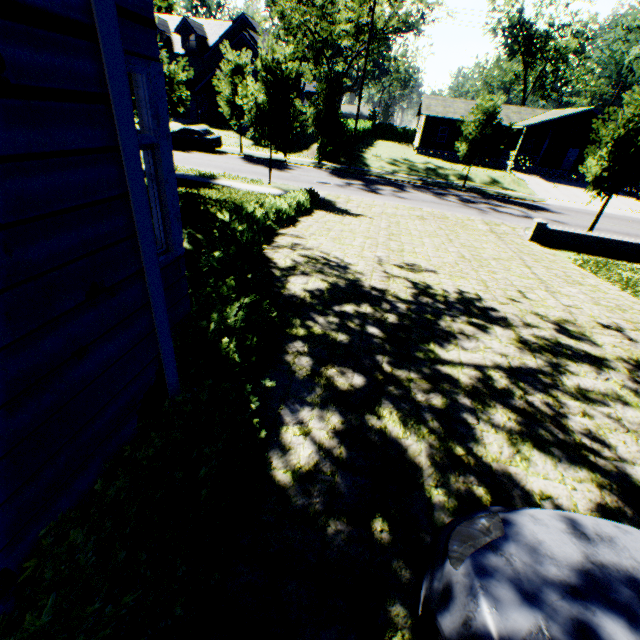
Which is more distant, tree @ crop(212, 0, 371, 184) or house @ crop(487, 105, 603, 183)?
house @ crop(487, 105, 603, 183)

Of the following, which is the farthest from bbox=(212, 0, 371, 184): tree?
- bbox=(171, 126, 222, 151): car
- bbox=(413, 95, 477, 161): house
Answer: bbox=(413, 95, 477, 161): house

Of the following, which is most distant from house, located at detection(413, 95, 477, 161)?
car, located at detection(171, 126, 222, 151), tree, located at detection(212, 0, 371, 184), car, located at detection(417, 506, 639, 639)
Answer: car, located at detection(417, 506, 639, 639)

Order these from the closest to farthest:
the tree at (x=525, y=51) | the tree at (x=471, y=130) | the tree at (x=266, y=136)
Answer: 1. the tree at (x=266, y=136)
2. the tree at (x=471, y=130)
3. the tree at (x=525, y=51)

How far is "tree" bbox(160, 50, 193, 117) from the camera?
16.77m

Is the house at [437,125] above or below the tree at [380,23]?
below

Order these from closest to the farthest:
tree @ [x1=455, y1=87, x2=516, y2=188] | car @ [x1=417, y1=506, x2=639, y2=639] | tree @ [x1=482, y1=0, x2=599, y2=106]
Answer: car @ [x1=417, y1=506, x2=639, y2=639] → tree @ [x1=455, y1=87, x2=516, y2=188] → tree @ [x1=482, y1=0, x2=599, y2=106]

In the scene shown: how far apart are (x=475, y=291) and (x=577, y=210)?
24.0 meters
